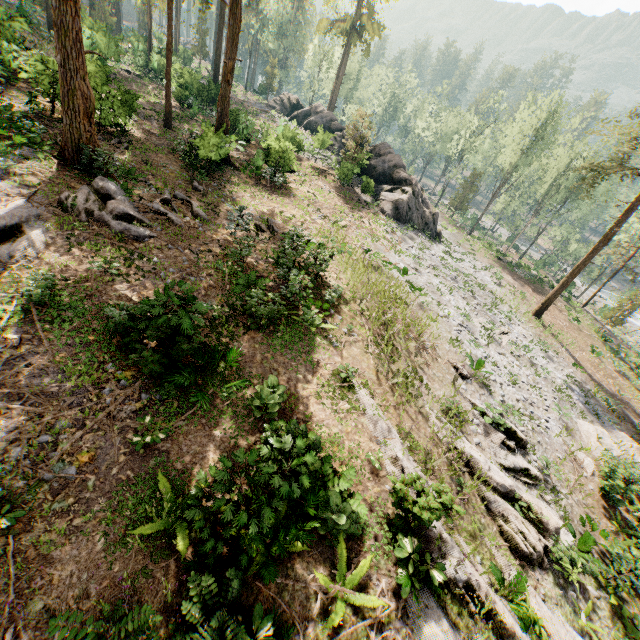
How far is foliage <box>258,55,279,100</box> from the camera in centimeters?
5509cm

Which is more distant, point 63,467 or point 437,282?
point 437,282

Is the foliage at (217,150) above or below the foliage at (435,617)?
above

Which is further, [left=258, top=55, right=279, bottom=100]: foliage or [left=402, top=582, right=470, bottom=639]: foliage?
[left=258, top=55, right=279, bottom=100]: foliage
